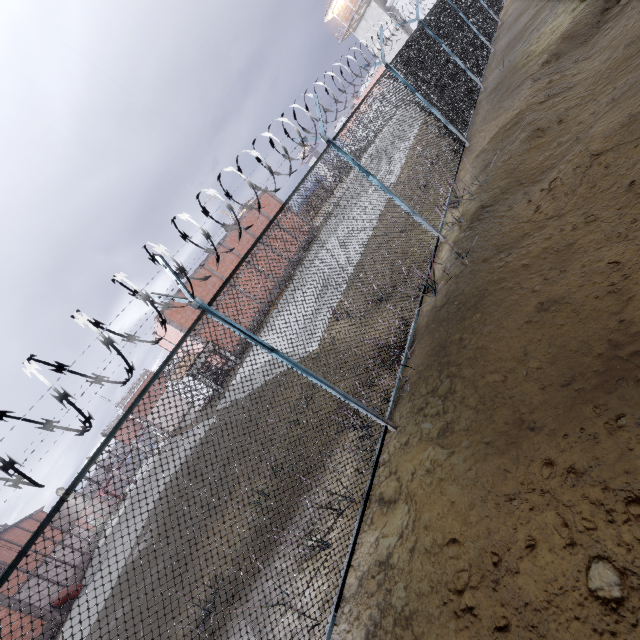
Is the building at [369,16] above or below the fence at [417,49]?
above

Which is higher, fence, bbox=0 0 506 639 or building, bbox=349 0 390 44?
building, bbox=349 0 390 44

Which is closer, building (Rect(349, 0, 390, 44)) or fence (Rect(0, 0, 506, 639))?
fence (Rect(0, 0, 506, 639))

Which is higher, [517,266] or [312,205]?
[312,205]

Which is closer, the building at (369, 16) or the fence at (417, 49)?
the fence at (417, 49)
